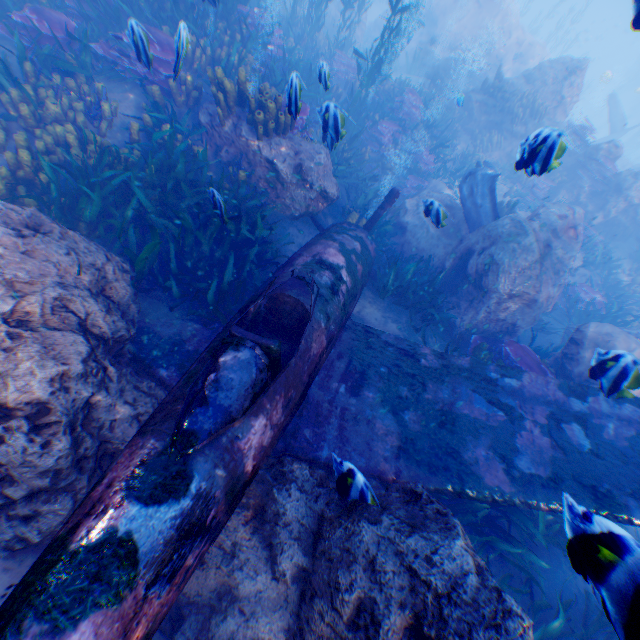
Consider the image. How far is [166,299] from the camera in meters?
4.9

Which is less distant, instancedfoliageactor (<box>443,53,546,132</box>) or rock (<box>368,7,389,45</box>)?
instancedfoliageactor (<box>443,53,546,132</box>)

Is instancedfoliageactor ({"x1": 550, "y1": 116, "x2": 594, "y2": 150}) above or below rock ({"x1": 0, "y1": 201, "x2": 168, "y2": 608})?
above

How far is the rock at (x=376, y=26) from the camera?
20.0m

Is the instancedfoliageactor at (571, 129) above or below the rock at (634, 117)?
below

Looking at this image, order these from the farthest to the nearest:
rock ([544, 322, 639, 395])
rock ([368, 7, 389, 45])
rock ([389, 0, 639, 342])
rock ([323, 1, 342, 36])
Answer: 1. rock ([368, 7, 389, 45])
2. rock ([323, 1, 342, 36])
3. rock ([389, 0, 639, 342])
4. rock ([544, 322, 639, 395])

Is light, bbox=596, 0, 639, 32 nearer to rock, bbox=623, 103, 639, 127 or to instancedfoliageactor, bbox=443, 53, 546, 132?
rock, bbox=623, 103, 639, 127
